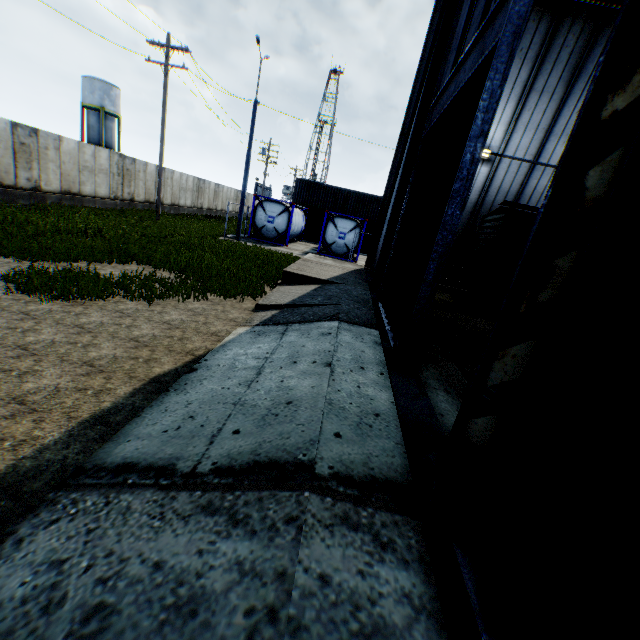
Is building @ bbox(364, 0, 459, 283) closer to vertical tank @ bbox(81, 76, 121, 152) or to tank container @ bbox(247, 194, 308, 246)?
tank container @ bbox(247, 194, 308, 246)

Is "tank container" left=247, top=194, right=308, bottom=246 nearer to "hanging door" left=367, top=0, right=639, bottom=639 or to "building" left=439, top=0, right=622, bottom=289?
"building" left=439, top=0, right=622, bottom=289

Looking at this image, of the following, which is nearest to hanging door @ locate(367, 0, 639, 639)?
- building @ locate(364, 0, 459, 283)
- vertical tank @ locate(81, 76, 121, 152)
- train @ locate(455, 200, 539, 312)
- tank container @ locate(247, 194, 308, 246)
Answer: building @ locate(364, 0, 459, 283)

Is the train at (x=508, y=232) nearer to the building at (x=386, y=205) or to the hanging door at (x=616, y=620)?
the building at (x=386, y=205)

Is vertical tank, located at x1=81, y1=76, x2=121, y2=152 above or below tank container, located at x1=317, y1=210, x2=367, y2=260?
above

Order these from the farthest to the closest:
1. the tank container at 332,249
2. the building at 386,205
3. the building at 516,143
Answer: the tank container at 332,249 → the building at 516,143 → the building at 386,205

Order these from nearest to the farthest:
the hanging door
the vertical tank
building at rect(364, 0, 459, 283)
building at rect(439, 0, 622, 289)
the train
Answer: the hanging door
building at rect(364, 0, 459, 283)
the train
building at rect(439, 0, 622, 289)
the vertical tank

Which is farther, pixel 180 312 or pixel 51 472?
pixel 180 312
